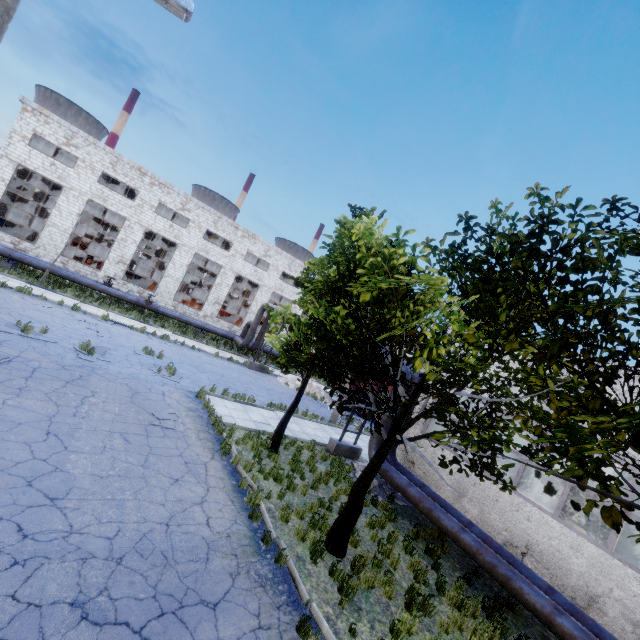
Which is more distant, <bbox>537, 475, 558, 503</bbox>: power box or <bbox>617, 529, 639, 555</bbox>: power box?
<bbox>537, 475, 558, 503</bbox>: power box

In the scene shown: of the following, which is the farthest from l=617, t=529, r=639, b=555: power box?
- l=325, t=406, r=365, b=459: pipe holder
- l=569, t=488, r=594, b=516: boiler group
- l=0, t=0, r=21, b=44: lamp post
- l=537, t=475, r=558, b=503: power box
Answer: l=0, t=0, r=21, b=44: lamp post

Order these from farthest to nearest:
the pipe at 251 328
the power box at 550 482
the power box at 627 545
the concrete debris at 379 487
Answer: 1. the pipe at 251 328
2. the power box at 550 482
3. the power box at 627 545
4. the concrete debris at 379 487

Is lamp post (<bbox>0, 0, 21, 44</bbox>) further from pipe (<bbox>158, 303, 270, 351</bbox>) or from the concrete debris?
the concrete debris

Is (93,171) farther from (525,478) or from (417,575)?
(525,478)

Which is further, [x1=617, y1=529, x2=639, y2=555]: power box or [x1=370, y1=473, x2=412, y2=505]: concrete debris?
[x1=617, y1=529, x2=639, y2=555]: power box

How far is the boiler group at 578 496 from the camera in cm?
2747

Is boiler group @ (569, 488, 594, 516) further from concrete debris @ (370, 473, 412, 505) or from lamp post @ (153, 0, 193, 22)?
lamp post @ (153, 0, 193, 22)
